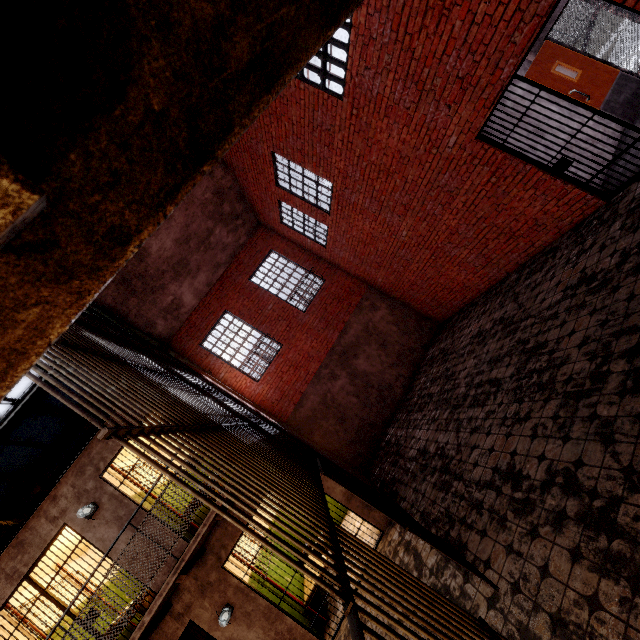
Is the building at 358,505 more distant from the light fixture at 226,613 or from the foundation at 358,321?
the foundation at 358,321

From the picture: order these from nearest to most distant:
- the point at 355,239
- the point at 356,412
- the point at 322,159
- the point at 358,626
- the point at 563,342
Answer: the point at 358,626
the point at 563,342
the point at 322,159
the point at 355,239
the point at 356,412

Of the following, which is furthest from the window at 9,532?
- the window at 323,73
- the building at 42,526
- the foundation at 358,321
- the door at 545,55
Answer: the door at 545,55

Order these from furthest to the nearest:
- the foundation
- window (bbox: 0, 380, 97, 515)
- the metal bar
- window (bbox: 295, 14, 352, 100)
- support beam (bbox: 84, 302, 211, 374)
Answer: the foundation, window (bbox: 0, 380, 97, 515), support beam (bbox: 84, 302, 211, 374), window (bbox: 295, 14, 352, 100), the metal bar

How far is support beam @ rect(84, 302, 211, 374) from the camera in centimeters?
745cm

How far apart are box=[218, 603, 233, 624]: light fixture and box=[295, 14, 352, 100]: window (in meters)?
9.75

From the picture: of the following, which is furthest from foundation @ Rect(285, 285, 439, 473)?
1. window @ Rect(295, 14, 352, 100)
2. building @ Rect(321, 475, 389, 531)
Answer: window @ Rect(295, 14, 352, 100)

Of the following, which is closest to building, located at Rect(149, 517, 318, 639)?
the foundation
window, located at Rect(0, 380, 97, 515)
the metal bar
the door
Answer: the foundation
